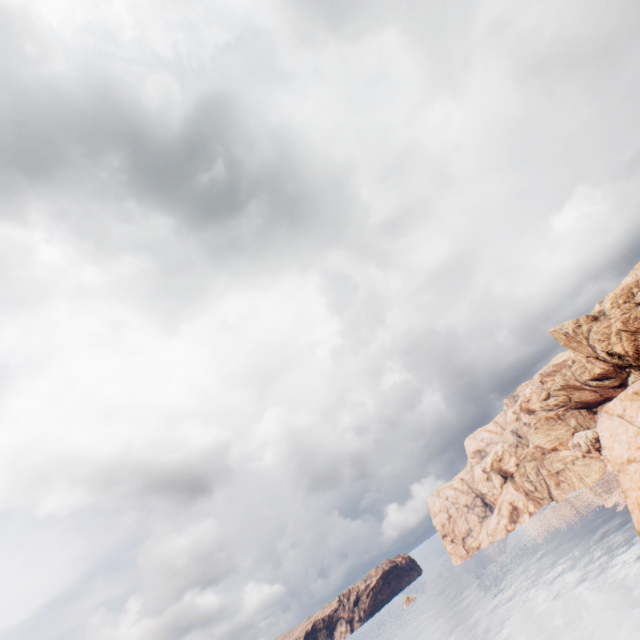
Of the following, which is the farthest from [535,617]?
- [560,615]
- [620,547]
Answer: [620,547]
